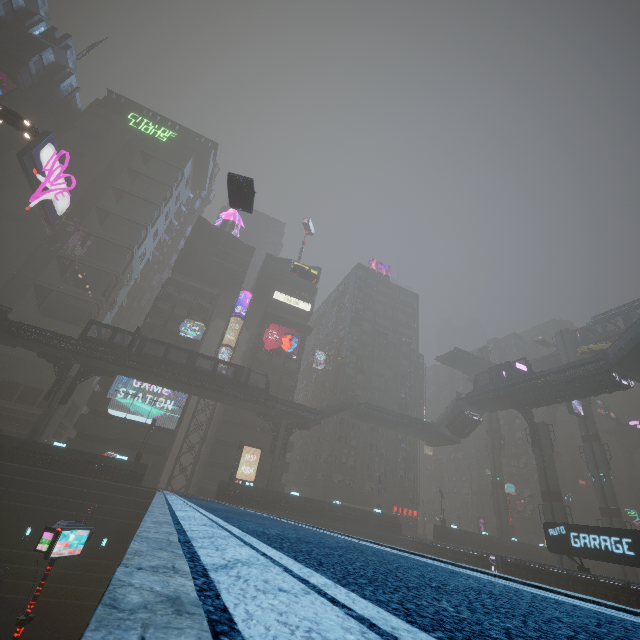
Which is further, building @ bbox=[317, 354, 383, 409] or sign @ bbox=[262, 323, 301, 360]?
building @ bbox=[317, 354, 383, 409]

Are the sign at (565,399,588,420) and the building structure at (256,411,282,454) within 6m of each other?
no

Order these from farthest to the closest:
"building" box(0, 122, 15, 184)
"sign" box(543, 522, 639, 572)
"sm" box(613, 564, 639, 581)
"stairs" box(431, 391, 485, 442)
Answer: "building" box(0, 122, 15, 184), "stairs" box(431, 391, 485, 442), "sm" box(613, 564, 639, 581), "sign" box(543, 522, 639, 572)

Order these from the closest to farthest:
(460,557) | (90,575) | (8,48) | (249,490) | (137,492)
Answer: (90,575)
(137,492)
(460,557)
(249,490)
(8,48)

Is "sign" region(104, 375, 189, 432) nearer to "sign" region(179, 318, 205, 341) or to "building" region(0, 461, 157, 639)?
"building" region(0, 461, 157, 639)

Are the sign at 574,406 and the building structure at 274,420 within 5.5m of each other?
no

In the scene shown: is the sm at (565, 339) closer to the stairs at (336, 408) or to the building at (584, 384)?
the building at (584, 384)

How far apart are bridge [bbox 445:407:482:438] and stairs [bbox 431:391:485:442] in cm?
0
